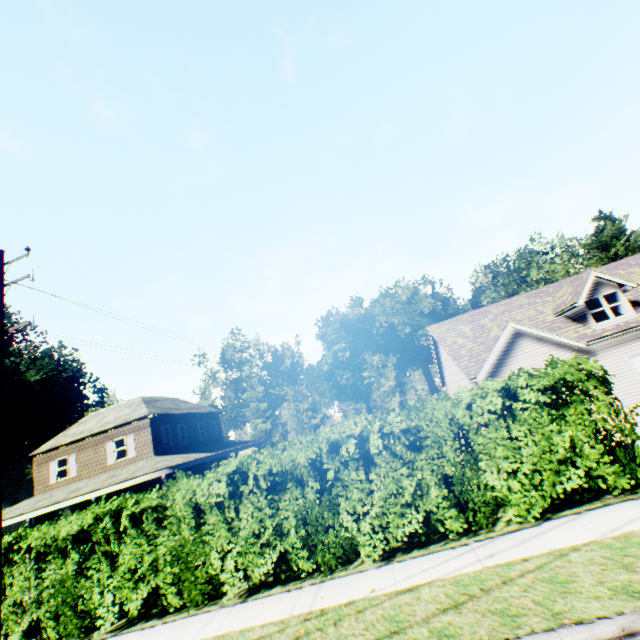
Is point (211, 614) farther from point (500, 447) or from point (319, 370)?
point (319, 370)
